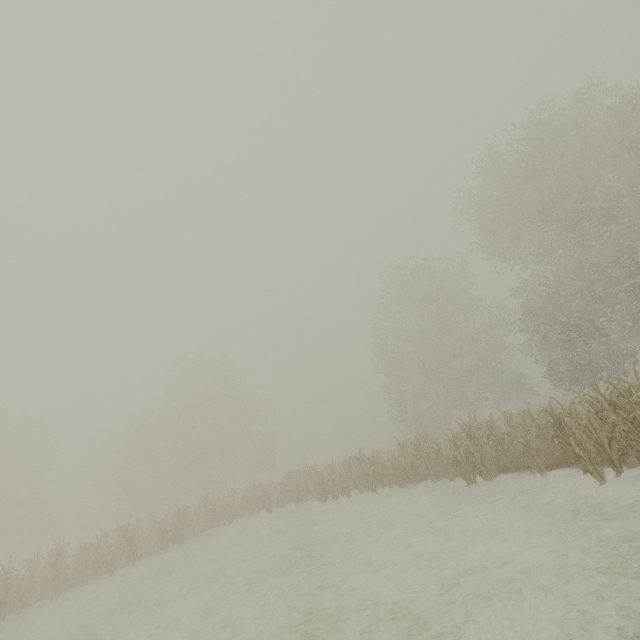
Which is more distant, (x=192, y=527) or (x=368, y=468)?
(x=192, y=527)
